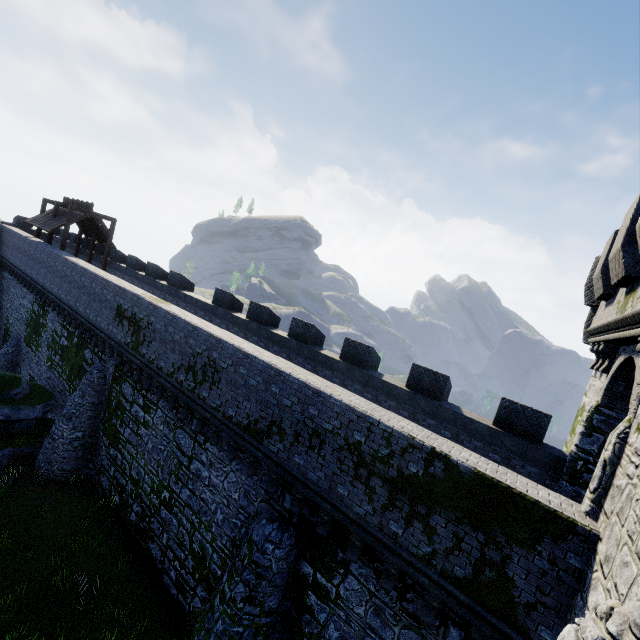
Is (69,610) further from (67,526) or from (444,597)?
(444,597)
